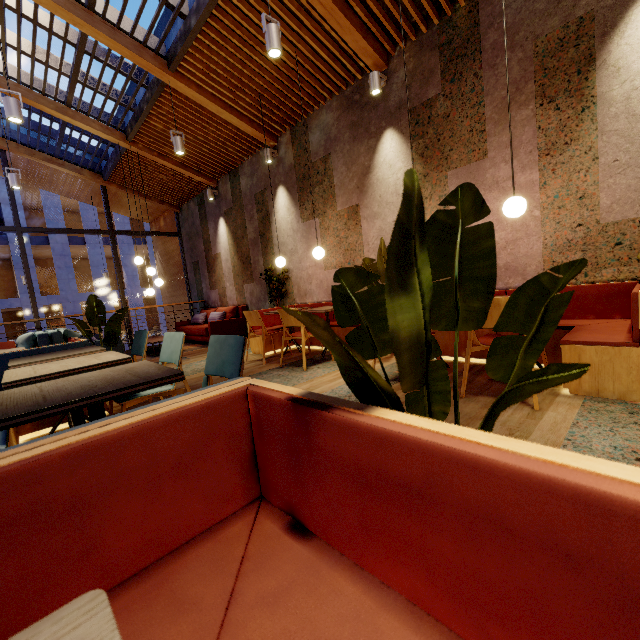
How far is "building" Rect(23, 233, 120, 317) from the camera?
21.3 meters

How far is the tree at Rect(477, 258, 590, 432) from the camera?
0.60m

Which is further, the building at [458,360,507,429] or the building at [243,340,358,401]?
the building at [243,340,358,401]

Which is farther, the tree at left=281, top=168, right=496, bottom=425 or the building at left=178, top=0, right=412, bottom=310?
the building at left=178, top=0, right=412, bottom=310

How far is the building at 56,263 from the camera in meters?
21.3 m

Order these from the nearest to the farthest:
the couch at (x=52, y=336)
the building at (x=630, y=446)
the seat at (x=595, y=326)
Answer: the building at (x=630, y=446)
the seat at (x=595, y=326)
the couch at (x=52, y=336)

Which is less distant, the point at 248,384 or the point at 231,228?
the point at 248,384
